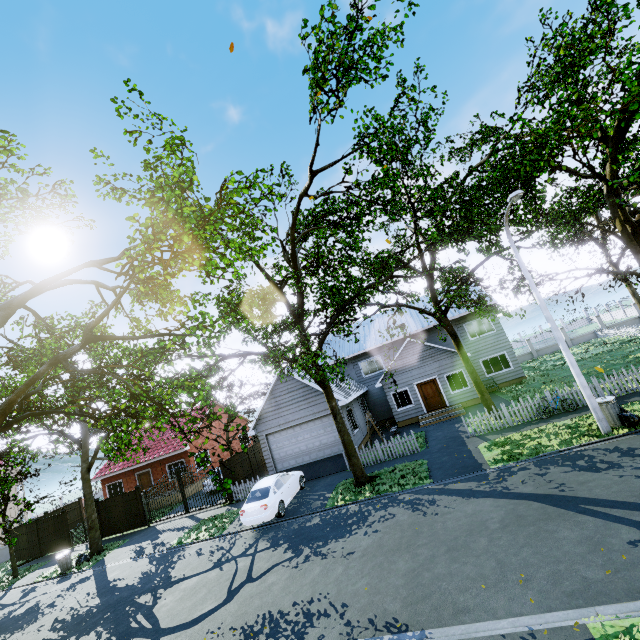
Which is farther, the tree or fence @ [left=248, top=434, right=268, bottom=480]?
fence @ [left=248, top=434, right=268, bottom=480]

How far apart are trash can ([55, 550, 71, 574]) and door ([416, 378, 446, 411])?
22.98m

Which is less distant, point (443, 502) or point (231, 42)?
point (231, 42)

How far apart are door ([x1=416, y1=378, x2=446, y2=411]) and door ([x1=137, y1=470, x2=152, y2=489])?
23.6m

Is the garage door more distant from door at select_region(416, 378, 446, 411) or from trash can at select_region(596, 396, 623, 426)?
trash can at select_region(596, 396, 623, 426)

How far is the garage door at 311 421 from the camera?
19.86m

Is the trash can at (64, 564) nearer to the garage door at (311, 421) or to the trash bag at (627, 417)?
the garage door at (311, 421)

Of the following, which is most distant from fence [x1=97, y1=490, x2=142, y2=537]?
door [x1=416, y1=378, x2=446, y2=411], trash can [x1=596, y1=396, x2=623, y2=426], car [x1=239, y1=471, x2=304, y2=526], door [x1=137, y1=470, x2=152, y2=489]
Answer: trash can [x1=596, y1=396, x2=623, y2=426]
